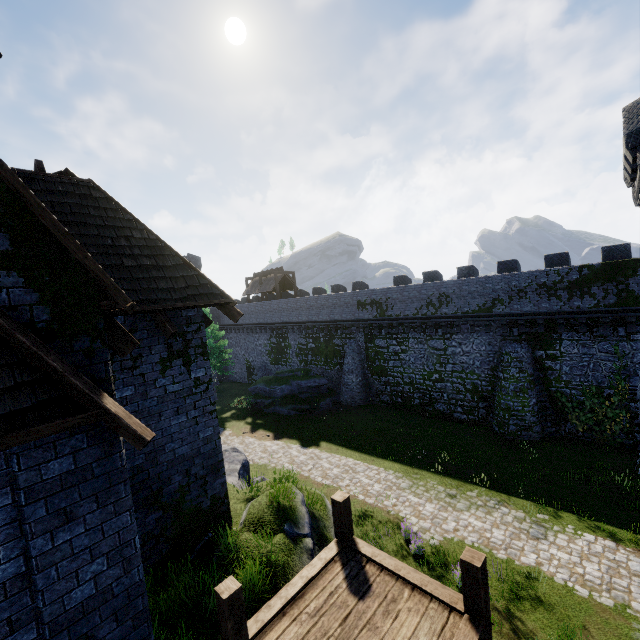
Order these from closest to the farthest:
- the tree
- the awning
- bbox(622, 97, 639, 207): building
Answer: the awning
bbox(622, 97, 639, 207): building
the tree

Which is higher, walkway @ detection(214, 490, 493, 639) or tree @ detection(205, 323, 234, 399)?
tree @ detection(205, 323, 234, 399)

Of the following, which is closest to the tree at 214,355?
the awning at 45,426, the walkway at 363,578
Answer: the walkway at 363,578

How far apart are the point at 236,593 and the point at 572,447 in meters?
20.3

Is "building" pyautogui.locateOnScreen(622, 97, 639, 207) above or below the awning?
above

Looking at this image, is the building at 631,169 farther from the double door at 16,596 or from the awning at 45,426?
the double door at 16,596

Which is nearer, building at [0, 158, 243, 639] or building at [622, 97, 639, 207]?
building at [0, 158, 243, 639]

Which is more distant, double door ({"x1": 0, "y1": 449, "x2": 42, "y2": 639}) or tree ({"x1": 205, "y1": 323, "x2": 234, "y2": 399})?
tree ({"x1": 205, "y1": 323, "x2": 234, "y2": 399})
